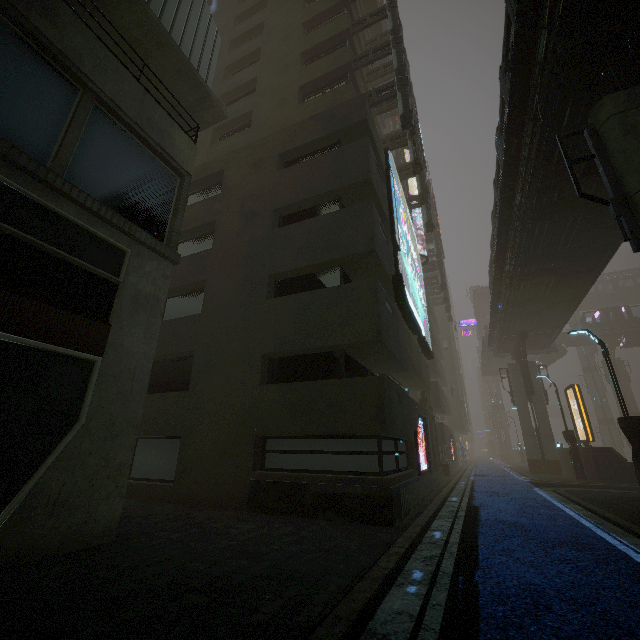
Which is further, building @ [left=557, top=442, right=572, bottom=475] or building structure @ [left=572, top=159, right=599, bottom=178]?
building @ [left=557, top=442, right=572, bottom=475]

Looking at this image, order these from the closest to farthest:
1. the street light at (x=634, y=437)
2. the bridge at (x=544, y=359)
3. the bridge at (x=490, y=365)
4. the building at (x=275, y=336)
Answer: the building at (x=275, y=336), the street light at (x=634, y=437), the bridge at (x=490, y=365), the bridge at (x=544, y=359)

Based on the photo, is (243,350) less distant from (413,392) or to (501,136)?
(501,136)

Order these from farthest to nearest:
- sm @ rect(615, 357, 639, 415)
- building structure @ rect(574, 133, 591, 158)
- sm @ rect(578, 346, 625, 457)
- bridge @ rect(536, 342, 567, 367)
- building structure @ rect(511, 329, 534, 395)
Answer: sm @ rect(578, 346, 625, 457) < bridge @ rect(536, 342, 567, 367) < sm @ rect(615, 357, 639, 415) < building structure @ rect(511, 329, 534, 395) < building structure @ rect(574, 133, 591, 158)

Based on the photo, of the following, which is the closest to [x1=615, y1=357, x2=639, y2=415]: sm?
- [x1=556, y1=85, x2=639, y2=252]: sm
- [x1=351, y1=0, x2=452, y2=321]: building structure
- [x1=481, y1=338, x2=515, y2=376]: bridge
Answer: [x1=351, y1=0, x2=452, y2=321]: building structure

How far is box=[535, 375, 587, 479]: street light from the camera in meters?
20.6

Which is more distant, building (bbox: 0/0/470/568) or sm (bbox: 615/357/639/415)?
sm (bbox: 615/357/639/415)

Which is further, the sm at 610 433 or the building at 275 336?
the sm at 610 433
